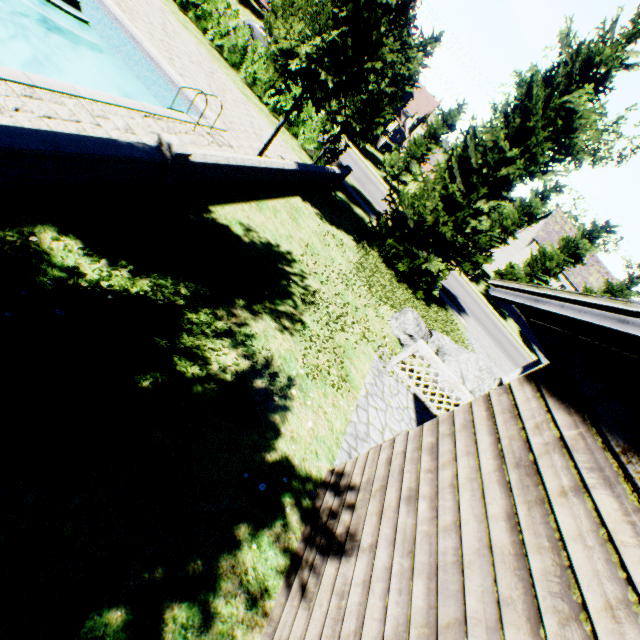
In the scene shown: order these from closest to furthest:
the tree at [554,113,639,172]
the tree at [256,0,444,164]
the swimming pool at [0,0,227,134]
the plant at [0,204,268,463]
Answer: the plant at [0,204,268,463], the swimming pool at [0,0,227,134], the tree at [256,0,444,164], the tree at [554,113,639,172]

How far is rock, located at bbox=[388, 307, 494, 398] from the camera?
9.7 meters

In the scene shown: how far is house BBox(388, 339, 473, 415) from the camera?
8.5m

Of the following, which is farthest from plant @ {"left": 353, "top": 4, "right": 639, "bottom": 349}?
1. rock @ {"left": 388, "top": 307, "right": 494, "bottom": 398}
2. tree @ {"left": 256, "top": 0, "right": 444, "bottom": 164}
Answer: tree @ {"left": 256, "top": 0, "right": 444, "bottom": 164}

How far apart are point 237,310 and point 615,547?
5.4 meters

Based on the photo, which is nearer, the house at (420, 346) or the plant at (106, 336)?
A: the plant at (106, 336)

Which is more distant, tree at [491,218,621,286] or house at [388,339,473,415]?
tree at [491,218,621,286]

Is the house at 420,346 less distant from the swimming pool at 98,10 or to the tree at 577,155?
the tree at 577,155
